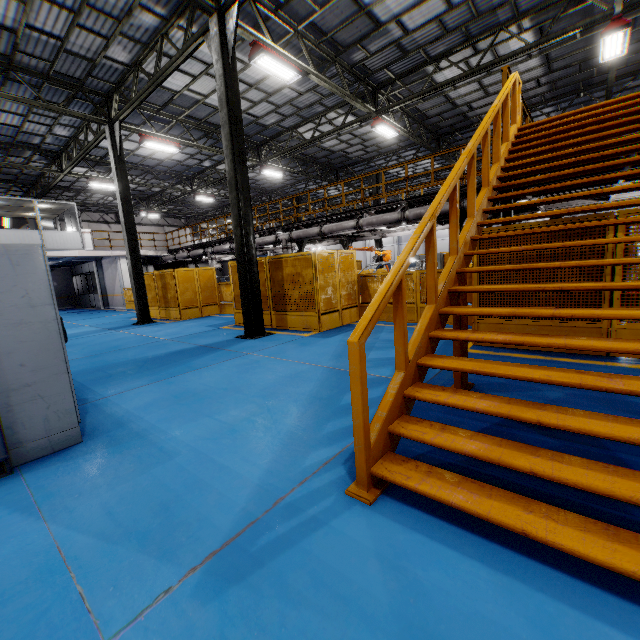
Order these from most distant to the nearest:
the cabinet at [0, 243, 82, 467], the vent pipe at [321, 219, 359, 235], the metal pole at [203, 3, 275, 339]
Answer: the vent pipe at [321, 219, 359, 235] < the metal pole at [203, 3, 275, 339] < the cabinet at [0, 243, 82, 467]

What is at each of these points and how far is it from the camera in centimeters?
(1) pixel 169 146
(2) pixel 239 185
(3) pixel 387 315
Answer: (1) light, 1431cm
(2) metal pole, 834cm
(3) metal panel, 982cm

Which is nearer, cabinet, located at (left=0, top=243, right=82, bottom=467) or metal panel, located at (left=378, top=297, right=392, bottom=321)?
cabinet, located at (left=0, top=243, right=82, bottom=467)

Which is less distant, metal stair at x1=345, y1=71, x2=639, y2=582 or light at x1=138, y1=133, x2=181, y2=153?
metal stair at x1=345, y1=71, x2=639, y2=582

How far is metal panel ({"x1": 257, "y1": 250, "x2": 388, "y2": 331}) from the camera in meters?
9.0

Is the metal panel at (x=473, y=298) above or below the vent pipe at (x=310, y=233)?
below

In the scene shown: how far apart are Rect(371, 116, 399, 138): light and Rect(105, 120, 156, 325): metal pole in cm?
1010

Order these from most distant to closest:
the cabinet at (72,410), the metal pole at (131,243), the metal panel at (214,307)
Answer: the metal pole at (131,243), the metal panel at (214,307), the cabinet at (72,410)
